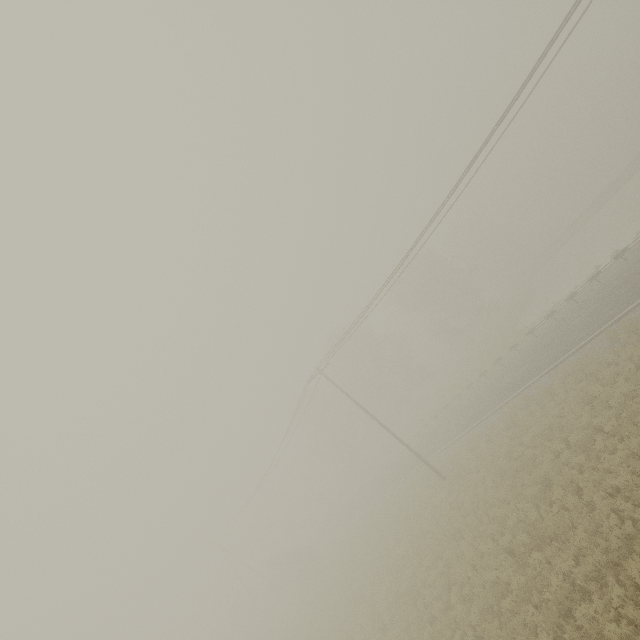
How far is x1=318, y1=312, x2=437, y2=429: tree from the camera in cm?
4741

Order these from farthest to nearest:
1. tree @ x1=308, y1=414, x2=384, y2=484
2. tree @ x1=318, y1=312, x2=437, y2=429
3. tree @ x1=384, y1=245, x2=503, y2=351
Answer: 1. tree @ x1=308, y1=414, x2=384, y2=484
2. tree @ x1=318, y1=312, x2=437, y2=429
3. tree @ x1=384, y1=245, x2=503, y2=351

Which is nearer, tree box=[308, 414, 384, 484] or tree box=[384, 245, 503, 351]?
tree box=[384, 245, 503, 351]

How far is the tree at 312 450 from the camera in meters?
53.7 m

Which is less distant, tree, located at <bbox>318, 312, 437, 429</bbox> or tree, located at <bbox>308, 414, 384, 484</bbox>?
tree, located at <bbox>318, 312, 437, 429</bbox>

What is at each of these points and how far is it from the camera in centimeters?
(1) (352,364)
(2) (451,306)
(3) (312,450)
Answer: (1) tree, 4931cm
(2) tree, 5406cm
(3) tree, 5750cm

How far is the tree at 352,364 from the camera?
47.4 meters
